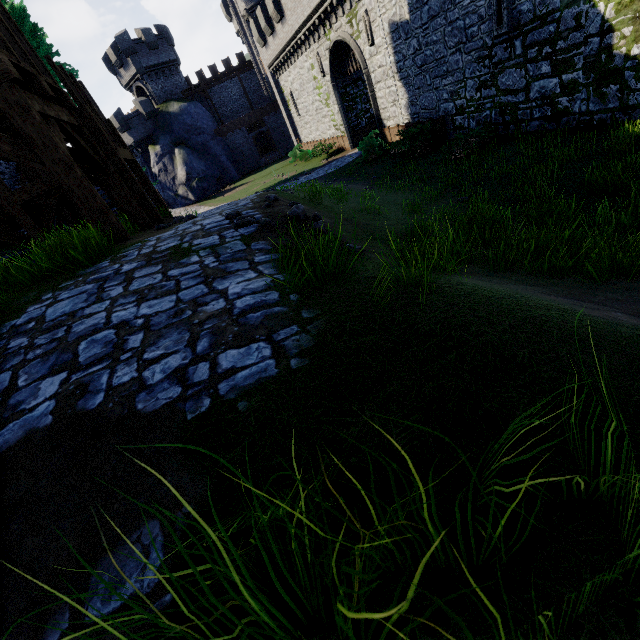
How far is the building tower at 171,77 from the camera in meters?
35.8

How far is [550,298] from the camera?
3.0m

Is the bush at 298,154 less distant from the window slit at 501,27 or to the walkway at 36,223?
the walkway at 36,223

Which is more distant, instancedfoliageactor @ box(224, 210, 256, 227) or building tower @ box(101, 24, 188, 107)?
building tower @ box(101, 24, 188, 107)

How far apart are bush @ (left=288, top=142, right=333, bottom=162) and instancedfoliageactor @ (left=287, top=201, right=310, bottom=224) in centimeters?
2771cm

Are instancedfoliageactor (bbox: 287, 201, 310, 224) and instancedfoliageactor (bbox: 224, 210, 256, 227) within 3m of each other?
yes

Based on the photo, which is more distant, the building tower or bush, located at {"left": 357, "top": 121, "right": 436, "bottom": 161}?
the building tower

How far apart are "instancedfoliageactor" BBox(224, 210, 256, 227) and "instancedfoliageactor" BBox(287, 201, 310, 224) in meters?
0.4 m
